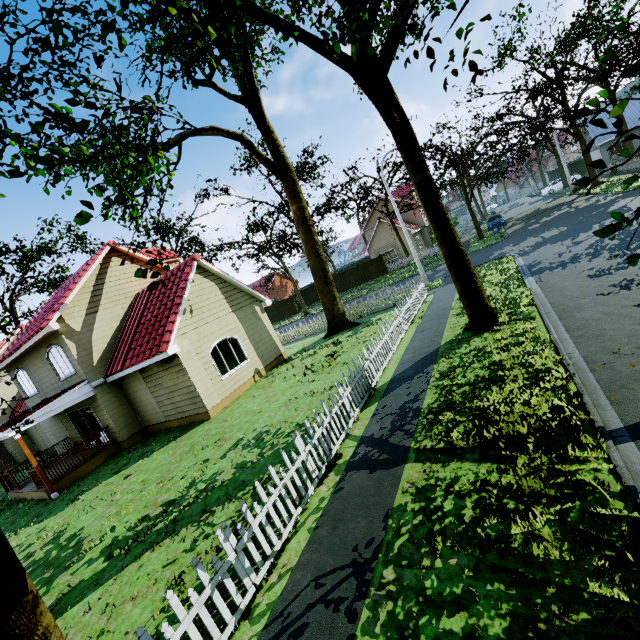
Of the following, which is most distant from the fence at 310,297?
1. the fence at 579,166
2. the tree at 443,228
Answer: the tree at 443,228

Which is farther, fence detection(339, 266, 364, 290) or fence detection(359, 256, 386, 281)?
fence detection(339, 266, 364, 290)

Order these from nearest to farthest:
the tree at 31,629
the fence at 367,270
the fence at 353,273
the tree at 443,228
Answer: the tree at 31,629 → the tree at 443,228 → the fence at 367,270 → the fence at 353,273

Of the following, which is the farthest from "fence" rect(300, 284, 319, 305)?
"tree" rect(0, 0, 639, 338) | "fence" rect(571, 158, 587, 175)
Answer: "tree" rect(0, 0, 639, 338)

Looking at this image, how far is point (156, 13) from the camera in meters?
10.9

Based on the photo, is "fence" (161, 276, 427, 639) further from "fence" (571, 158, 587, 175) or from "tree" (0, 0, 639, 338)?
"tree" (0, 0, 639, 338)
